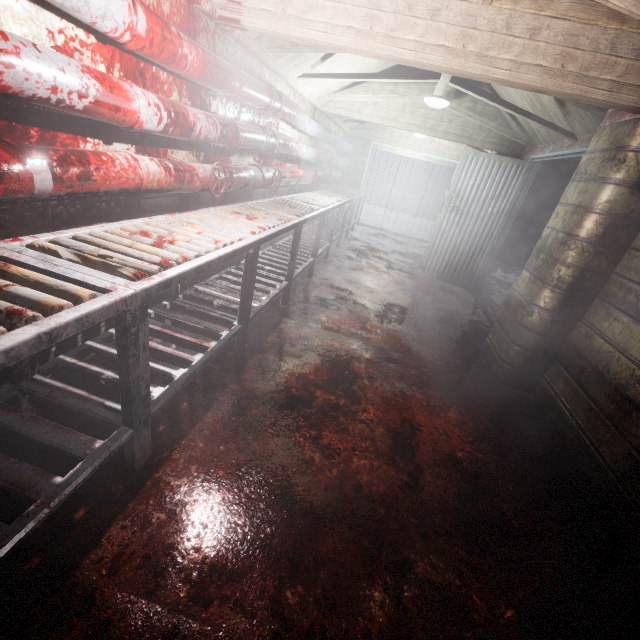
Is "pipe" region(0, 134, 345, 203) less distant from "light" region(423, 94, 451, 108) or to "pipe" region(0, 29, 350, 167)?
"pipe" region(0, 29, 350, 167)

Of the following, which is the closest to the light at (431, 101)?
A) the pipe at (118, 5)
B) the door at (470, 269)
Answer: the door at (470, 269)

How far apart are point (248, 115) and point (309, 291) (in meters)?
1.80

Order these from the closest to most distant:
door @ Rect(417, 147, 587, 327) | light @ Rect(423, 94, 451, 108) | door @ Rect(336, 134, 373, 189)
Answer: light @ Rect(423, 94, 451, 108) → door @ Rect(417, 147, 587, 327) → door @ Rect(336, 134, 373, 189)

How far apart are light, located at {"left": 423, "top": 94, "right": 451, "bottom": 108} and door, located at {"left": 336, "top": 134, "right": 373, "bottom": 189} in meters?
4.1 m

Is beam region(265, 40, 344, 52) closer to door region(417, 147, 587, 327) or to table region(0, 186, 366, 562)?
door region(417, 147, 587, 327)

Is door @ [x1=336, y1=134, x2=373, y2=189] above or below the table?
above

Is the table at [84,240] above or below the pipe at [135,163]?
below
